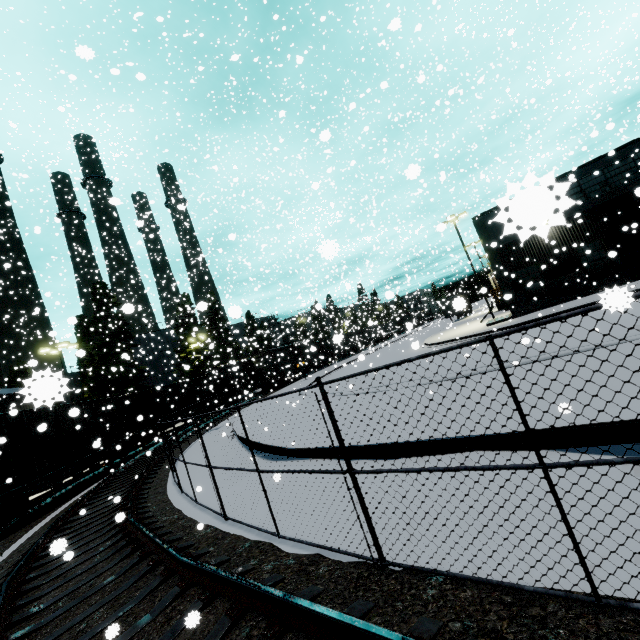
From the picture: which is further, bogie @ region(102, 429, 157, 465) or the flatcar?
bogie @ region(102, 429, 157, 465)

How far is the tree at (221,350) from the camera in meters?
36.4

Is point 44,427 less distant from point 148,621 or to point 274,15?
point 148,621

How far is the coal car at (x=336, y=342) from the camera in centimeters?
557cm

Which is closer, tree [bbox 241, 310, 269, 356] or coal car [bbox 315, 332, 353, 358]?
coal car [bbox 315, 332, 353, 358]

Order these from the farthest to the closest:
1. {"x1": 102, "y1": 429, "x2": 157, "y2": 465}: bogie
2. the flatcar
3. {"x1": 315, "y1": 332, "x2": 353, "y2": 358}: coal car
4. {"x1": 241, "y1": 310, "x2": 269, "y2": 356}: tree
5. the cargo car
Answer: the cargo car → {"x1": 241, "y1": 310, "x2": 269, "y2": 356}: tree → {"x1": 102, "y1": 429, "x2": 157, "y2": 465}: bogie → the flatcar → {"x1": 315, "y1": 332, "x2": 353, "y2": 358}: coal car

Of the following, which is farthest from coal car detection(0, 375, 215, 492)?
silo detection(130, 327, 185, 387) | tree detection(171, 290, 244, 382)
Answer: tree detection(171, 290, 244, 382)

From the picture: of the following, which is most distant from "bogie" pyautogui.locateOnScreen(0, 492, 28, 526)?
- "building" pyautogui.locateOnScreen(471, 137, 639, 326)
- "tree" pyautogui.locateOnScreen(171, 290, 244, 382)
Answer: "tree" pyautogui.locateOnScreen(171, 290, 244, 382)
